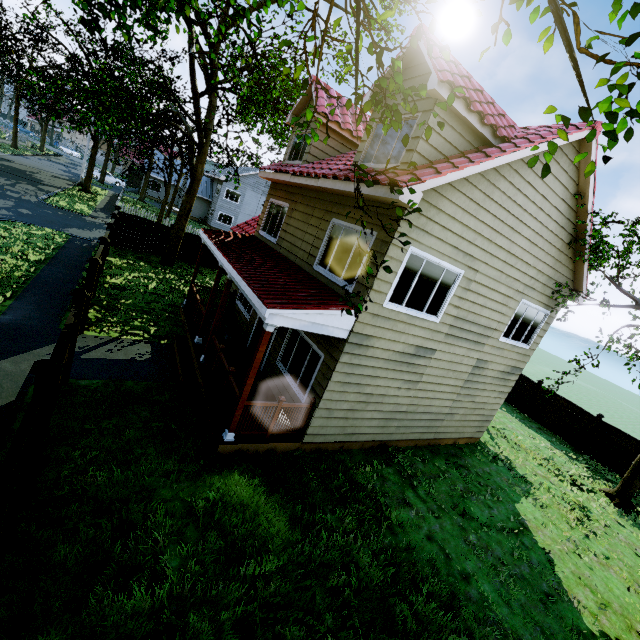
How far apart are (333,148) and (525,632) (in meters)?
12.65

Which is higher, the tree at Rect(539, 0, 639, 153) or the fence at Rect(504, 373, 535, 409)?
the tree at Rect(539, 0, 639, 153)

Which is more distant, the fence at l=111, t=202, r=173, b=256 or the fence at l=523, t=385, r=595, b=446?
the fence at l=111, t=202, r=173, b=256

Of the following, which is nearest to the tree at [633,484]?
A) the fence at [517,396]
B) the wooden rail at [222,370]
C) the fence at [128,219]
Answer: the fence at [128,219]

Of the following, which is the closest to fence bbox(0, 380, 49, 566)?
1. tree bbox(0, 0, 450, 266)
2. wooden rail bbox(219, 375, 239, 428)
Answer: tree bbox(0, 0, 450, 266)

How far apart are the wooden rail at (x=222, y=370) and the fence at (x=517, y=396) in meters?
17.6 m

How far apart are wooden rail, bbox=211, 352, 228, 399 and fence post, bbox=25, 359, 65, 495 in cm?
334
